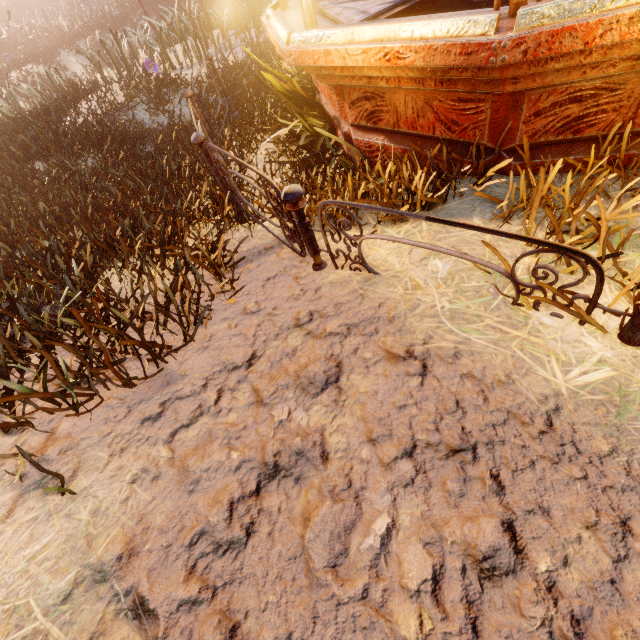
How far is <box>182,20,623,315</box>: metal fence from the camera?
1.43m

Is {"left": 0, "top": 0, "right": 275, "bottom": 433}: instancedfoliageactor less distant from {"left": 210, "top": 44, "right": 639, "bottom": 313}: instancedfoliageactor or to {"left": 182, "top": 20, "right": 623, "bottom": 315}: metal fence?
{"left": 182, "top": 20, "right": 623, "bottom": 315}: metal fence

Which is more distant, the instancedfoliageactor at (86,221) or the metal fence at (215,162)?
the instancedfoliageactor at (86,221)

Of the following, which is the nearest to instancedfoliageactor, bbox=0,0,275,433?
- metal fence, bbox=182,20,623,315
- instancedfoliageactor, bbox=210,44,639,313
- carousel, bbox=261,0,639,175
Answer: carousel, bbox=261,0,639,175

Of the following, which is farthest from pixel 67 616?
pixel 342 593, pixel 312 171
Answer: pixel 312 171

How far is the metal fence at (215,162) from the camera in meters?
1.4

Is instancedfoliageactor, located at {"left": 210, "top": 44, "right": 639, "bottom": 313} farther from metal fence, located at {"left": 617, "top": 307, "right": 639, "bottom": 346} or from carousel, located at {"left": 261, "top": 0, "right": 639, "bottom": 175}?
metal fence, located at {"left": 617, "top": 307, "right": 639, "bottom": 346}
